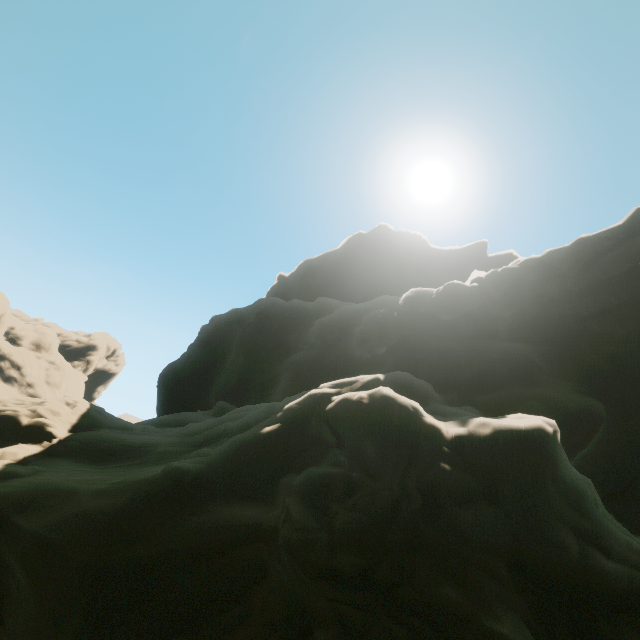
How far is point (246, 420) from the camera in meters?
12.4 m
